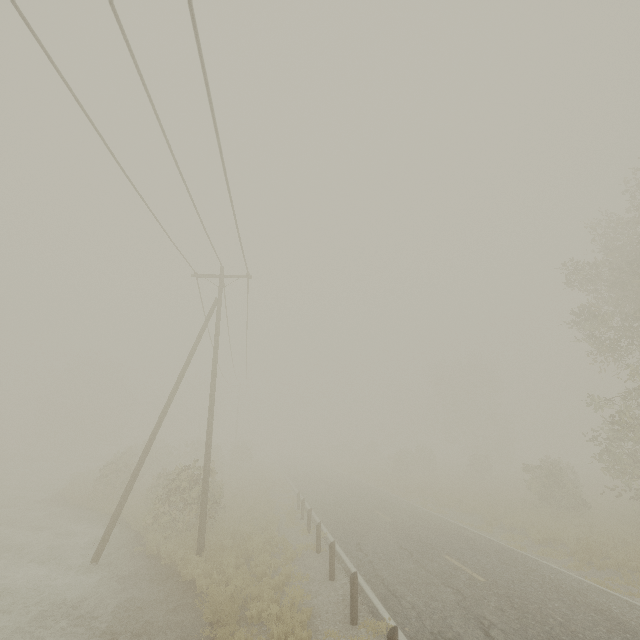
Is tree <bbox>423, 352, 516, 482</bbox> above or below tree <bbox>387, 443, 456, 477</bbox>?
above

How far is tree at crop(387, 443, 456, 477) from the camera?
37.5 meters

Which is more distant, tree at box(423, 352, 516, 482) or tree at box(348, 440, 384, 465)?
tree at box(348, 440, 384, 465)

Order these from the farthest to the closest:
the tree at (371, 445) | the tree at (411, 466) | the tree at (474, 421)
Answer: the tree at (371, 445) < the tree at (474, 421) < the tree at (411, 466)

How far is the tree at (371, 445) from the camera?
52.2 meters

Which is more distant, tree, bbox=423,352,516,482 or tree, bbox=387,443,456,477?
tree, bbox=423,352,516,482

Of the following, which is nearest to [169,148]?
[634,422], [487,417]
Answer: [634,422]
